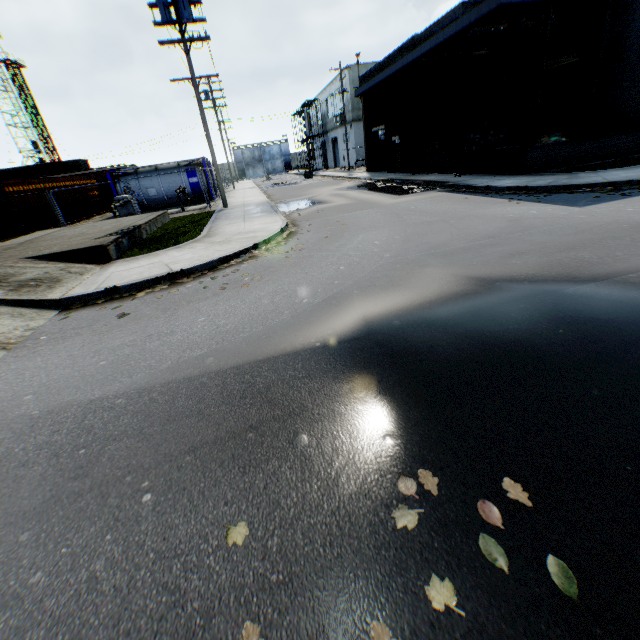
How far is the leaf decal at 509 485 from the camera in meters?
1.9

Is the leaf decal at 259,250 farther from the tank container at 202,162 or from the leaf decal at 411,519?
the tank container at 202,162

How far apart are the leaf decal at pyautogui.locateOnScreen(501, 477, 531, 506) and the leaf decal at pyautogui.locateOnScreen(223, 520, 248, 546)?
1.6m

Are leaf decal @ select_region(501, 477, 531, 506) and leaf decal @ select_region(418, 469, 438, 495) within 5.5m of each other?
yes

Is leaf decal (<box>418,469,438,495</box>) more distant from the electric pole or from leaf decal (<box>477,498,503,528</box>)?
the electric pole

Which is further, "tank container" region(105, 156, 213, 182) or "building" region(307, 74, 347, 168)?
"building" region(307, 74, 347, 168)

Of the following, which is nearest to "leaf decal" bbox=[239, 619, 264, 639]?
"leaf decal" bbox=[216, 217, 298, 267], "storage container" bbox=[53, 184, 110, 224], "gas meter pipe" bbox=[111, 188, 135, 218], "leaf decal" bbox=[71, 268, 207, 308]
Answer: "leaf decal" bbox=[71, 268, 207, 308]

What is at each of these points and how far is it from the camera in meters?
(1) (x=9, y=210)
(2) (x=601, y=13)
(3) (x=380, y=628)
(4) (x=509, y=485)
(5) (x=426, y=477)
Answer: (1) building, 13.9
(2) building, 11.9
(3) leaf decal, 1.5
(4) leaf decal, 2.0
(5) leaf decal, 2.2
